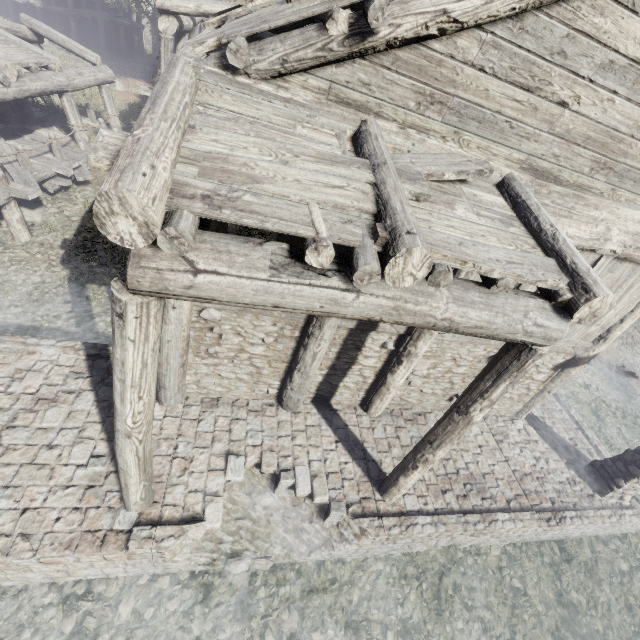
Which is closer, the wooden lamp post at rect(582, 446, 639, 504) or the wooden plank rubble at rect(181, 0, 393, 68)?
the wooden plank rubble at rect(181, 0, 393, 68)

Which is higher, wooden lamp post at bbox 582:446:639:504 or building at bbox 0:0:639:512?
building at bbox 0:0:639:512

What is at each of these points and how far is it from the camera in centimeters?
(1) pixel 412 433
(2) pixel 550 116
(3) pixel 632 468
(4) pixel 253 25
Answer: (1) building base, 804cm
(2) building, 416cm
(3) wooden lamp post, 787cm
(4) wooden plank rubble, 346cm

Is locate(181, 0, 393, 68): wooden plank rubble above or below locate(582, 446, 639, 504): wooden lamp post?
above

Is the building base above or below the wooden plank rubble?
below

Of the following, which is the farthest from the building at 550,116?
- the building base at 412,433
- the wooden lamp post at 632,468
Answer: the wooden lamp post at 632,468

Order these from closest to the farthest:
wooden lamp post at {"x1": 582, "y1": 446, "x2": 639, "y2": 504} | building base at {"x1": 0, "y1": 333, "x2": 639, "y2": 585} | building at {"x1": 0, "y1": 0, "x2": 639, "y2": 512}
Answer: building at {"x1": 0, "y1": 0, "x2": 639, "y2": 512} → building base at {"x1": 0, "y1": 333, "x2": 639, "y2": 585} → wooden lamp post at {"x1": 582, "y1": 446, "x2": 639, "y2": 504}

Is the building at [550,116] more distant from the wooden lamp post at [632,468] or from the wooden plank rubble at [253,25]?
the wooden lamp post at [632,468]
